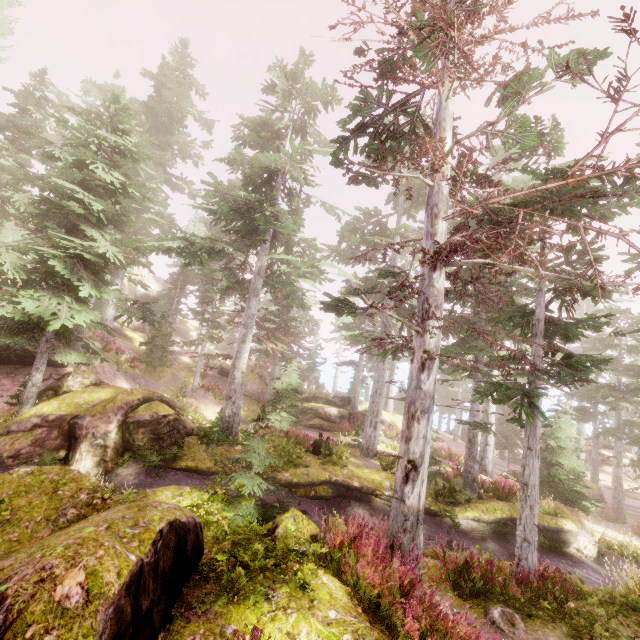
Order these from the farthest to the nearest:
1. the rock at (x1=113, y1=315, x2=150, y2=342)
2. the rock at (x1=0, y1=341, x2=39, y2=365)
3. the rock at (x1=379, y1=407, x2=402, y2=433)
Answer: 1. the rock at (x1=113, y1=315, x2=150, y2=342)
2. the rock at (x1=379, y1=407, x2=402, y2=433)
3. the rock at (x1=0, y1=341, x2=39, y2=365)

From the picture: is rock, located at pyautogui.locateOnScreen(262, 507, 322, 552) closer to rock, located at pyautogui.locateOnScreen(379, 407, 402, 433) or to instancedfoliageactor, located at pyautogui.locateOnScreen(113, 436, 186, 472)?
instancedfoliageactor, located at pyautogui.locateOnScreen(113, 436, 186, 472)

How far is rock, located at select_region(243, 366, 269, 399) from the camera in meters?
29.1

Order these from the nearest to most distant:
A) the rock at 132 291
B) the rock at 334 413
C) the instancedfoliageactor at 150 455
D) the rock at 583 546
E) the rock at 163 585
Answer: the rock at 163 585 → the instancedfoliageactor at 150 455 → the rock at 583 546 → the rock at 334 413 → the rock at 132 291

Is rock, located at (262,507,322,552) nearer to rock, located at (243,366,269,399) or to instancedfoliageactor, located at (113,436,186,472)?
instancedfoliageactor, located at (113,436,186,472)

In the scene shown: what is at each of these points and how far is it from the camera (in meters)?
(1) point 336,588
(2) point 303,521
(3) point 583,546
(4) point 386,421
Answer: (1) rock, 4.86
(2) rock, 6.30
(3) rock, 14.94
(4) rock, 30.89

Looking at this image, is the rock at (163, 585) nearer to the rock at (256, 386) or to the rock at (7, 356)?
the rock at (7, 356)

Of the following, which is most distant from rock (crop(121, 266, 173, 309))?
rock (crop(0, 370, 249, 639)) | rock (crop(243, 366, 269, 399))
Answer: rock (crop(243, 366, 269, 399))
